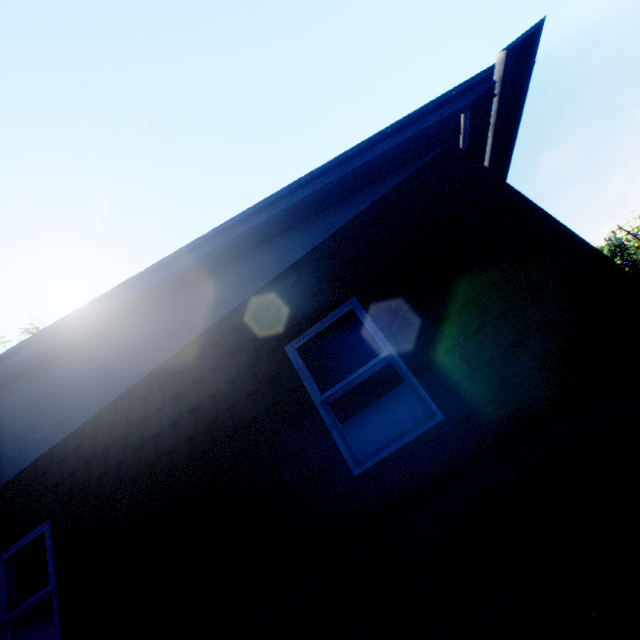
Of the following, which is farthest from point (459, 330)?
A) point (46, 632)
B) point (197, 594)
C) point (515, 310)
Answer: point (46, 632)
